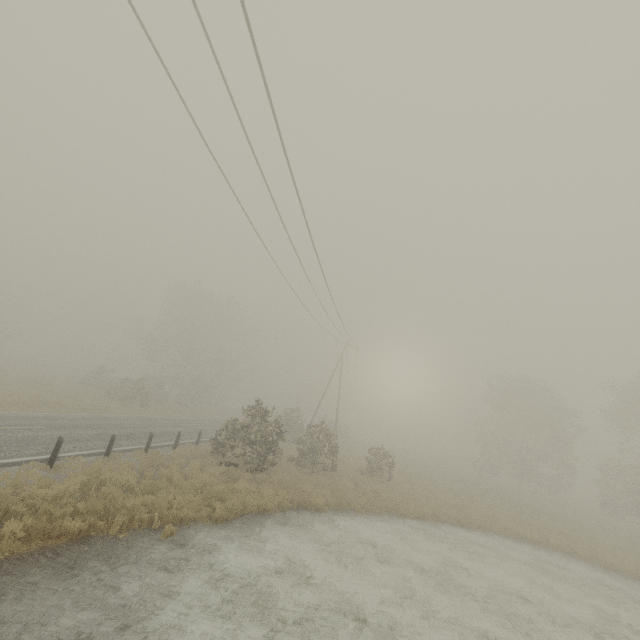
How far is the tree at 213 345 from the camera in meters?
38.2

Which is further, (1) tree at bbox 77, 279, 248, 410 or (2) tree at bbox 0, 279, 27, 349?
(2) tree at bbox 0, 279, 27, 349

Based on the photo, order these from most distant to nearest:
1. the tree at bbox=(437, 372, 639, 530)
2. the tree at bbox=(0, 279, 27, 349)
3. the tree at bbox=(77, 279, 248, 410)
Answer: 1. the tree at bbox=(0, 279, 27, 349)
2. the tree at bbox=(77, 279, 248, 410)
3. the tree at bbox=(437, 372, 639, 530)

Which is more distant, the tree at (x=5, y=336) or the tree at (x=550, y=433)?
the tree at (x=5, y=336)

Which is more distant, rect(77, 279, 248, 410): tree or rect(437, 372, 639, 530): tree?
rect(77, 279, 248, 410): tree

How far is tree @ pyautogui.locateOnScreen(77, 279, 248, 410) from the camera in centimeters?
3816cm

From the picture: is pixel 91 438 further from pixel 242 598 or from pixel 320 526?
pixel 242 598
